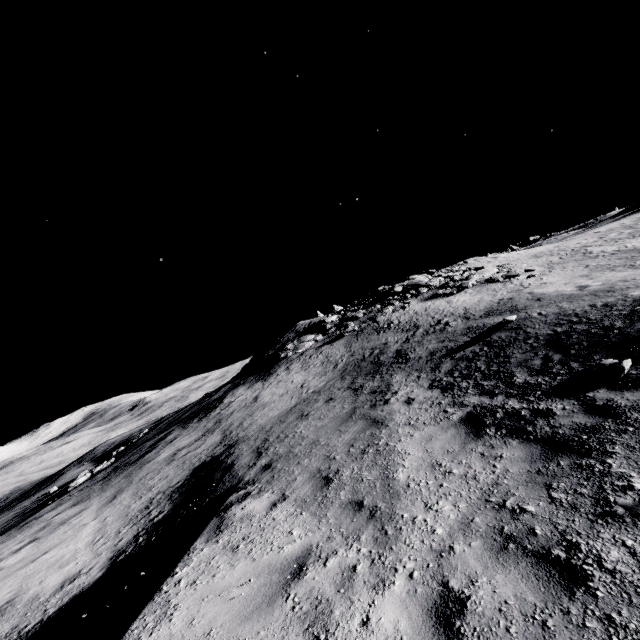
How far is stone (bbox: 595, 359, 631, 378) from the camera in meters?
5.8

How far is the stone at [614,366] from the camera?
5.8 meters

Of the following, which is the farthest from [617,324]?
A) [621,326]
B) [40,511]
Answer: [40,511]
